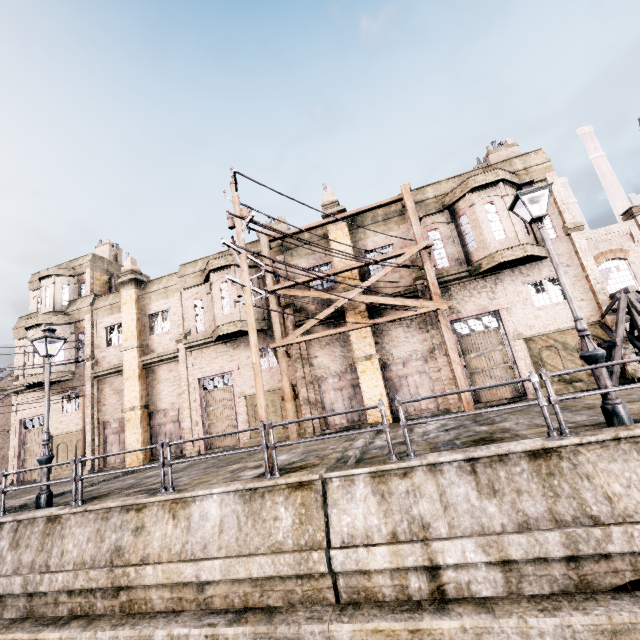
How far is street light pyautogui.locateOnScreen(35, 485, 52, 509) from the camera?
9.8m

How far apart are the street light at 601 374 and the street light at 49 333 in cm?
1476

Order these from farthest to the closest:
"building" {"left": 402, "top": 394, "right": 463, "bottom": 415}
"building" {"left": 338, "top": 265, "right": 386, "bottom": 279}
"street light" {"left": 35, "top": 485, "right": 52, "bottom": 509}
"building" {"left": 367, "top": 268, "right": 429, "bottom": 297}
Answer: "building" {"left": 338, "top": 265, "right": 386, "bottom": 279} < "building" {"left": 367, "top": 268, "right": 429, "bottom": 297} < "building" {"left": 402, "top": 394, "right": 463, "bottom": 415} < "street light" {"left": 35, "top": 485, "right": 52, "bottom": 509}

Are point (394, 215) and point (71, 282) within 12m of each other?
no

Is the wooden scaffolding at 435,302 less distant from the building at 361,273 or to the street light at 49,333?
the building at 361,273

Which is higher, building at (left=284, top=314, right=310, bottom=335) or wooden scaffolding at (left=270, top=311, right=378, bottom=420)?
building at (left=284, top=314, right=310, bottom=335)

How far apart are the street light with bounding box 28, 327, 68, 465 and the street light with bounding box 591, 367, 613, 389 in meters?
14.8

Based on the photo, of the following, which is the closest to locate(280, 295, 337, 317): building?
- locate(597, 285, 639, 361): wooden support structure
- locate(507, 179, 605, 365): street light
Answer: locate(597, 285, 639, 361): wooden support structure
